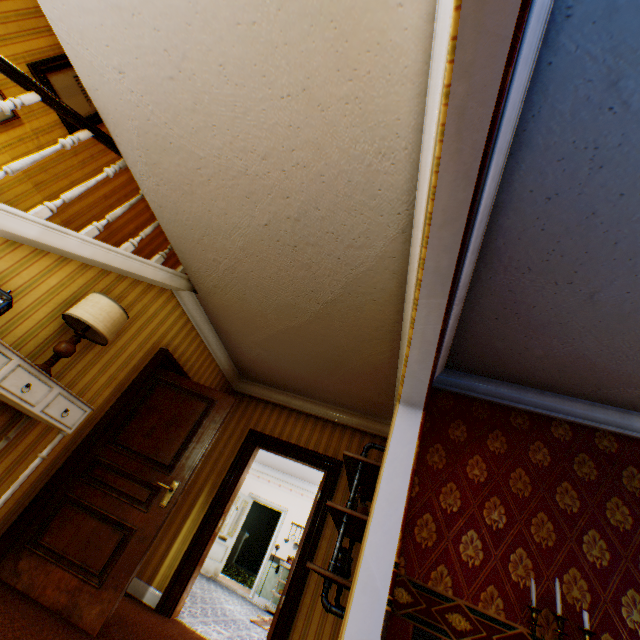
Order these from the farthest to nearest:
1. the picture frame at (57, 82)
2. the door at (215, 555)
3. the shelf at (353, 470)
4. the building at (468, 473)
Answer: the door at (215, 555)
the picture frame at (57, 82)
the shelf at (353, 470)
the building at (468, 473)

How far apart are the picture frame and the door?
9.34m

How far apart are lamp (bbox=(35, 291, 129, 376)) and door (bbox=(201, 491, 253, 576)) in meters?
8.3 m

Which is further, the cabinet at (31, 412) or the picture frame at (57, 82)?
the picture frame at (57, 82)

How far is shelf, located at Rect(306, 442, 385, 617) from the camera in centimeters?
231cm

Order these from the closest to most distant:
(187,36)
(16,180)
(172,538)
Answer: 1. (187,36)
2. (16,180)
3. (172,538)

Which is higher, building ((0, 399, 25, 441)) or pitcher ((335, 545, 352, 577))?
pitcher ((335, 545, 352, 577))

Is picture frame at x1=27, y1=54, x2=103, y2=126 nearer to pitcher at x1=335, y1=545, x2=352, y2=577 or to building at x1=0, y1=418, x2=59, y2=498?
building at x1=0, y1=418, x2=59, y2=498
